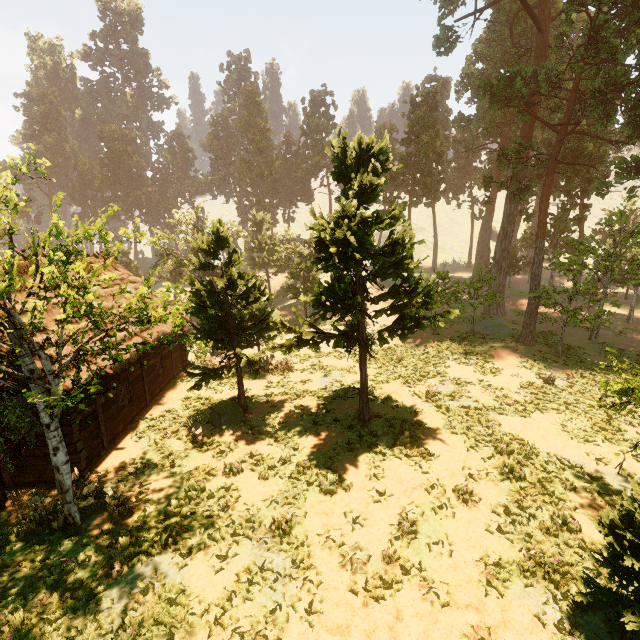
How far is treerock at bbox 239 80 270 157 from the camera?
57.8 meters

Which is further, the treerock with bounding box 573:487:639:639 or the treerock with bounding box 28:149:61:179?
the treerock with bounding box 28:149:61:179

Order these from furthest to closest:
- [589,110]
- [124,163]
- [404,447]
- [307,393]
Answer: [124,163], [589,110], [307,393], [404,447]

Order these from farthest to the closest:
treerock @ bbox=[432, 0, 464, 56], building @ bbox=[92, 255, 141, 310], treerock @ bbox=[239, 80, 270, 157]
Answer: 1. treerock @ bbox=[239, 80, 270, 157]
2. treerock @ bbox=[432, 0, 464, 56]
3. building @ bbox=[92, 255, 141, 310]

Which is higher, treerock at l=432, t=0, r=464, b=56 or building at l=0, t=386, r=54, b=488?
treerock at l=432, t=0, r=464, b=56

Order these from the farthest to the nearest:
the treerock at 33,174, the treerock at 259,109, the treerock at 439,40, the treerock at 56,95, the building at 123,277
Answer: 1. the treerock at 259,109
2. the treerock at 56,95
3. the treerock at 439,40
4. the building at 123,277
5. the treerock at 33,174

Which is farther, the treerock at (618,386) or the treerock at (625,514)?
the treerock at (618,386)
